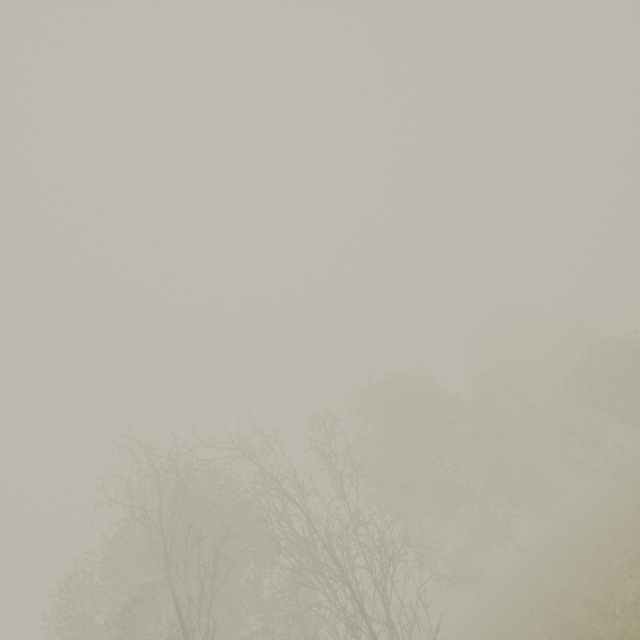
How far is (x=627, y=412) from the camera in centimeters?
1841cm
